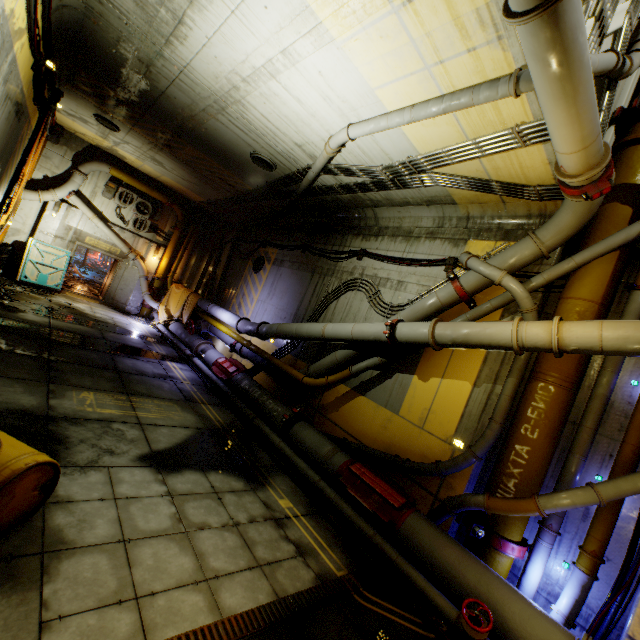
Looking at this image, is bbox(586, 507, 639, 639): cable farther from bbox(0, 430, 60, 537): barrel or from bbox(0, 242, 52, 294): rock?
bbox(0, 242, 52, 294): rock

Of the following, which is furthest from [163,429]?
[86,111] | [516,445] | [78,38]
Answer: [86,111]

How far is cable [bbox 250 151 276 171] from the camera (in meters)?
9.19

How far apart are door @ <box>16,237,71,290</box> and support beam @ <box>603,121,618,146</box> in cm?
1902

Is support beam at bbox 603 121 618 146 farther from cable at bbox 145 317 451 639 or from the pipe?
cable at bbox 145 317 451 639

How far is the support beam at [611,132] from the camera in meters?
6.0 m

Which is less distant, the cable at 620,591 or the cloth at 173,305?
the cable at 620,591

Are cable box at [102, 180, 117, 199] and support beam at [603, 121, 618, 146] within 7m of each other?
no
